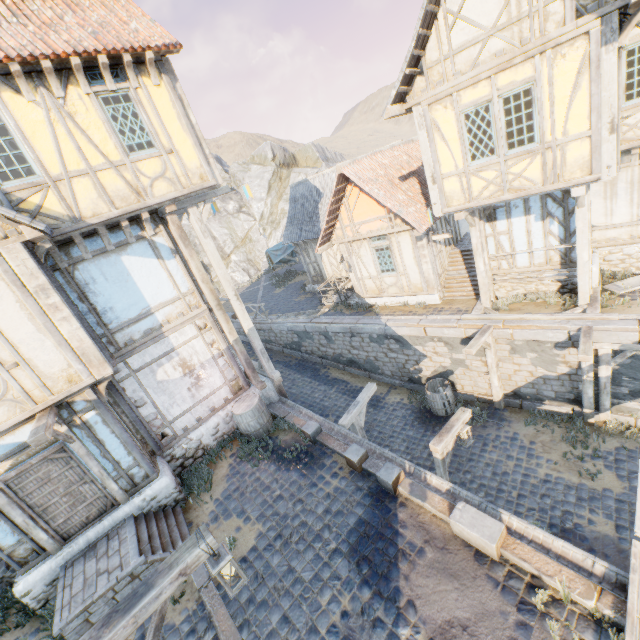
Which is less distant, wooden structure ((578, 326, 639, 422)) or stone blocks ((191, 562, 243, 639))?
stone blocks ((191, 562, 243, 639))

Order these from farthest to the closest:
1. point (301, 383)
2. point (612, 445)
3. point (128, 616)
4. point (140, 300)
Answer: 1. point (301, 383)
2. point (612, 445)
3. point (140, 300)
4. point (128, 616)

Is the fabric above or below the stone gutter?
above

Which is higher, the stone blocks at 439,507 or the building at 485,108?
the building at 485,108

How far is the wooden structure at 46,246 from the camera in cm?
635

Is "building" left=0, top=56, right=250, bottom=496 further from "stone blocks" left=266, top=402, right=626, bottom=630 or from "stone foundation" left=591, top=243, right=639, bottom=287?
"stone foundation" left=591, top=243, right=639, bottom=287

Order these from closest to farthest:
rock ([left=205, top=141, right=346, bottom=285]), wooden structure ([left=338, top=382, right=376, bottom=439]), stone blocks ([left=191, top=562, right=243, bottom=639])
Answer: stone blocks ([left=191, top=562, right=243, bottom=639]), wooden structure ([left=338, top=382, right=376, bottom=439]), rock ([left=205, top=141, right=346, bottom=285])

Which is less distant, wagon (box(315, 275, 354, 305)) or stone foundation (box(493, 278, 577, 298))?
stone foundation (box(493, 278, 577, 298))
